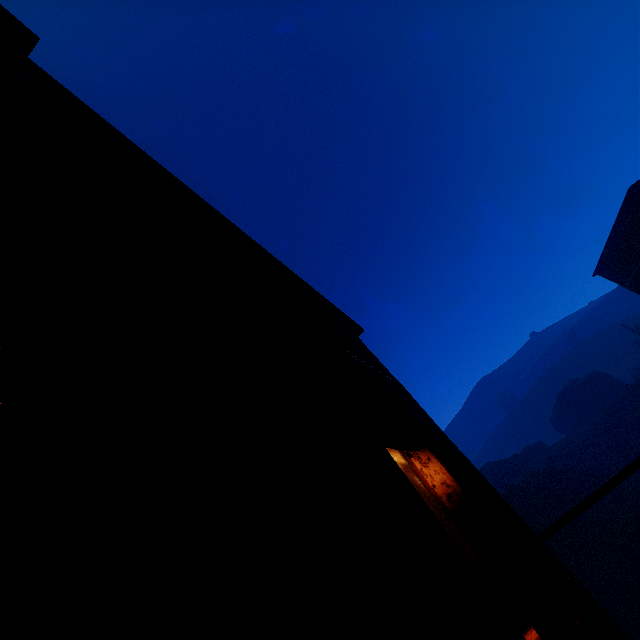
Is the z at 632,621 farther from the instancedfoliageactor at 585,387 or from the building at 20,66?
the instancedfoliageactor at 585,387

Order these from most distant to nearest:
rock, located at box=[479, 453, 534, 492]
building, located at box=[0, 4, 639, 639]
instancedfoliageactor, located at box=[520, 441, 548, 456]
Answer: instancedfoliageactor, located at box=[520, 441, 548, 456]
rock, located at box=[479, 453, 534, 492]
building, located at box=[0, 4, 639, 639]

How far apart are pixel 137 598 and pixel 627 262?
30.2 meters

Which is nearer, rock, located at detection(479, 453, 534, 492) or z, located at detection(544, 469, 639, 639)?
z, located at detection(544, 469, 639, 639)

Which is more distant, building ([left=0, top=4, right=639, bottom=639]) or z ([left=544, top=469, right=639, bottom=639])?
z ([left=544, top=469, right=639, bottom=639])

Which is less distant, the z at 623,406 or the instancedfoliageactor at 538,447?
the z at 623,406

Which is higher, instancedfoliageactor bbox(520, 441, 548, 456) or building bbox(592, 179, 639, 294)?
building bbox(592, 179, 639, 294)

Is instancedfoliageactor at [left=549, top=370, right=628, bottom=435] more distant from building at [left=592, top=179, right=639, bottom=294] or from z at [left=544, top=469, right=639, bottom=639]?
building at [left=592, top=179, right=639, bottom=294]
